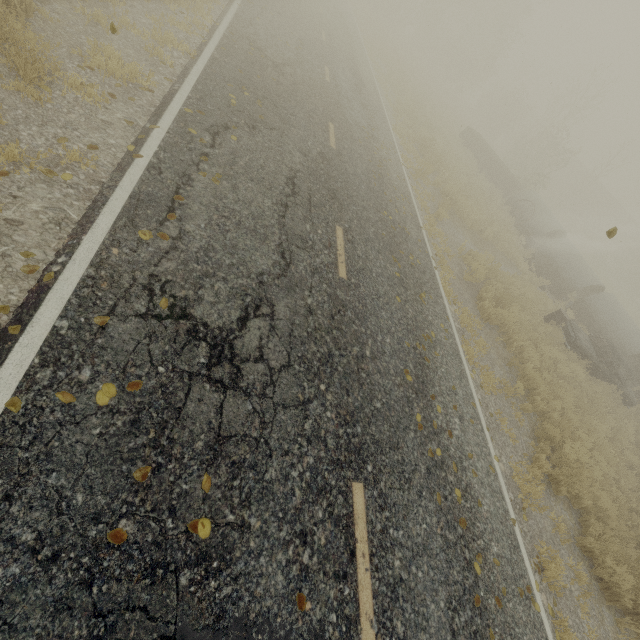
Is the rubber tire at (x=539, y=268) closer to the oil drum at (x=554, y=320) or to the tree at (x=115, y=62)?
the oil drum at (x=554, y=320)

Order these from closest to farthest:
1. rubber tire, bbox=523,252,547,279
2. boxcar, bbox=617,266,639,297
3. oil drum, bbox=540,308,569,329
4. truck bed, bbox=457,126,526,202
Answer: oil drum, bbox=540,308,569,329 < rubber tire, bbox=523,252,547,279 < truck bed, bbox=457,126,526,202 < boxcar, bbox=617,266,639,297

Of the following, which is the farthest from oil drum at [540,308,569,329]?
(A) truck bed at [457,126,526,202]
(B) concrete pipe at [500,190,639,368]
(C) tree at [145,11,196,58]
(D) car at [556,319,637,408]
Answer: (A) truck bed at [457,126,526,202]

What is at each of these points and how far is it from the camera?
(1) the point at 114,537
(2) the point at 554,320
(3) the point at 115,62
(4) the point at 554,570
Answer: (1) tree, 2.5m
(2) oil drum, 13.6m
(3) tree, 5.5m
(4) tree, 5.6m

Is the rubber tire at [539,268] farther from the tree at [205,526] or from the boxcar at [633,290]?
the boxcar at [633,290]

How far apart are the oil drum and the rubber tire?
4.28m

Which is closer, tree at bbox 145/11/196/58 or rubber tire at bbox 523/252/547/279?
tree at bbox 145/11/196/58

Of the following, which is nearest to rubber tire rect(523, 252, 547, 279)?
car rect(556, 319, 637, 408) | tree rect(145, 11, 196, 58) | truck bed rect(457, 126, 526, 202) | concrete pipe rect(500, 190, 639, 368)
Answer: concrete pipe rect(500, 190, 639, 368)
